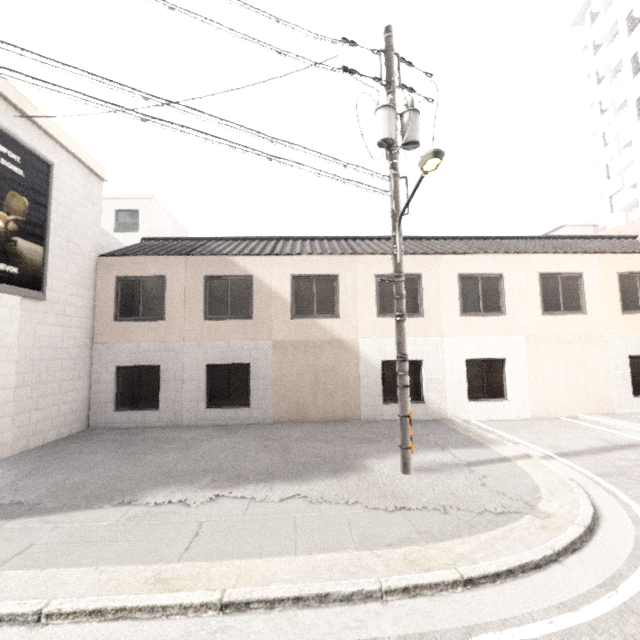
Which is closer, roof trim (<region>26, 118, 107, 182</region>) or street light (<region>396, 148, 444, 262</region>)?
street light (<region>396, 148, 444, 262</region>)

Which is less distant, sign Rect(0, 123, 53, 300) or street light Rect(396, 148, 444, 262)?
street light Rect(396, 148, 444, 262)

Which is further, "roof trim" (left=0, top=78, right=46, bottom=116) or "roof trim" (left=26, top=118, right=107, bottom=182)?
"roof trim" (left=26, top=118, right=107, bottom=182)

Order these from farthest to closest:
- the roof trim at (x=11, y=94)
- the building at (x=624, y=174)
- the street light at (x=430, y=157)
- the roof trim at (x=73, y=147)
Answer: the building at (x=624, y=174)
the roof trim at (x=73, y=147)
the roof trim at (x=11, y=94)
the street light at (x=430, y=157)

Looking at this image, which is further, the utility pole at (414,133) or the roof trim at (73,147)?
the roof trim at (73,147)

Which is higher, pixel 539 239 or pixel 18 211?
pixel 539 239

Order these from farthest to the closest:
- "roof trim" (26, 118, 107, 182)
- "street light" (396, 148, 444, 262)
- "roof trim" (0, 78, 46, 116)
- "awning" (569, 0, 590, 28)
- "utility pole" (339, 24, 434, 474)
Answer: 1. "awning" (569, 0, 590, 28)
2. "roof trim" (26, 118, 107, 182)
3. "roof trim" (0, 78, 46, 116)
4. "utility pole" (339, 24, 434, 474)
5. "street light" (396, 148, 444, 262)

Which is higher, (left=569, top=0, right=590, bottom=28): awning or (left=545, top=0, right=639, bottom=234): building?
(left=569, top=0, right=590, bottom=28): awning
